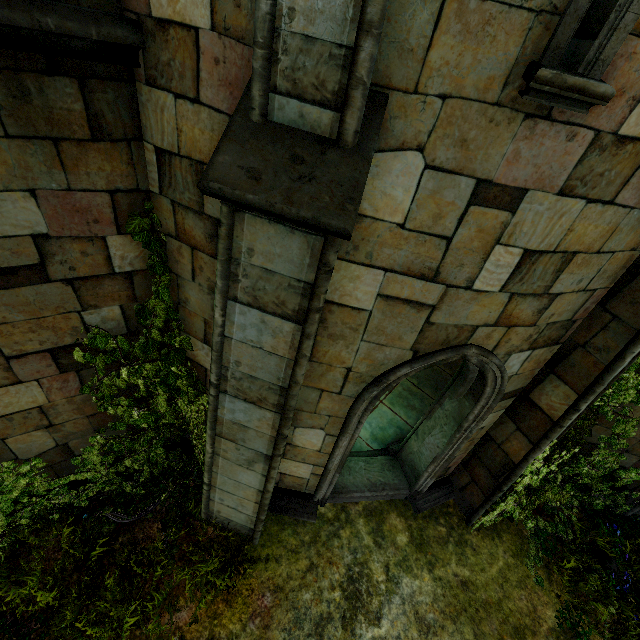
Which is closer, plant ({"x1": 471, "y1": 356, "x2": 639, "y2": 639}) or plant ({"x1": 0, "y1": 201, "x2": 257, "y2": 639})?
plant ({"x1": 0, "y1": 201, "x2": 257, "y2": 639})

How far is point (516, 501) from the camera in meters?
5.3 m

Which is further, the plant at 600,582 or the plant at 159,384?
the plant at 600,582
